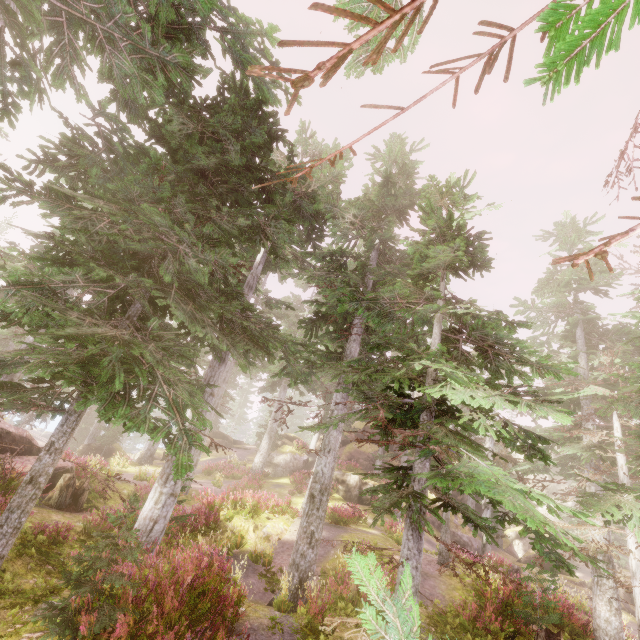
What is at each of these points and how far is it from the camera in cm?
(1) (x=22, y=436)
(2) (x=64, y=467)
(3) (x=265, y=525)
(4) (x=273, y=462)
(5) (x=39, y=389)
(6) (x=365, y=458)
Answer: (1) rock, 1391
(2) rock, 1377
(3) rock, 1466
(4) rock, 2970
(5) instancedfoliageactor, 682
(6) rock, 3259

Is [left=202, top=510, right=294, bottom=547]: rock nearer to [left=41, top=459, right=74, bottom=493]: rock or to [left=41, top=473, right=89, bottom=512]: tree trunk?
[left=41, top=473, right=89, bottom=512]: tree trunk

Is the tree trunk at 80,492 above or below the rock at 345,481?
below

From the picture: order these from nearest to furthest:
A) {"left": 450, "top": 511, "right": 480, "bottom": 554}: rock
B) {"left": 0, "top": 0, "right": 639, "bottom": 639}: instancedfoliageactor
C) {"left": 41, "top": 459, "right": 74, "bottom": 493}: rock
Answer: {"left": 0, "top": 0, "right": 639, "bottom": 639}: instancedfoliageactor < {"left": 41, "top": 459, "right": 74, "bottom": 493}: rock < {"left": 450, "top": 511, "right": 480, "bottom": 554}: rock

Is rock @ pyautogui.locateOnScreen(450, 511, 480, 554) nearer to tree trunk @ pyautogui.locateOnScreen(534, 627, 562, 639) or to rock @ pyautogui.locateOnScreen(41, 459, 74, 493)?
rock @ pyautogui.locateOnScreen(41, 459, 74, 493)

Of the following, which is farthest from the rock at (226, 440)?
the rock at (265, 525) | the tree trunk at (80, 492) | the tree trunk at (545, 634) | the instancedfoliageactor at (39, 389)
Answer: the tree trunk at (545, 634)

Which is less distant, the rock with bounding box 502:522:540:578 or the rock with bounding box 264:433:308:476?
the rock with bounding box 502:522:540:578

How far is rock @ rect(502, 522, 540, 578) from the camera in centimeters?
1761cm
